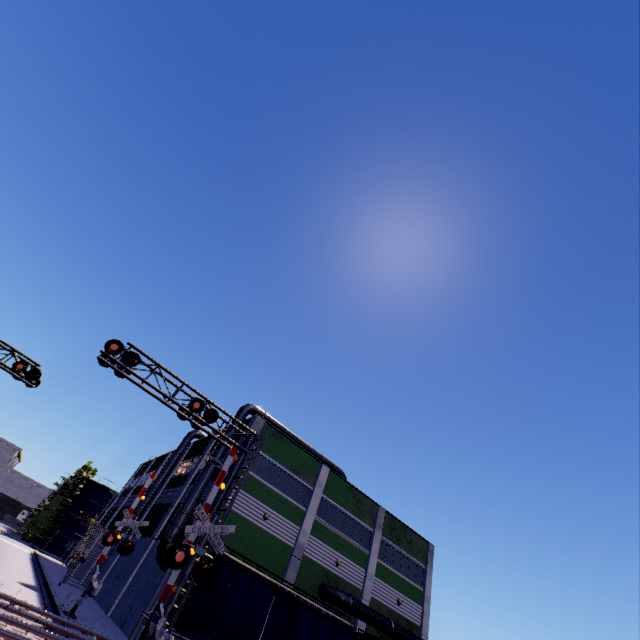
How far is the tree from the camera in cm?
5572

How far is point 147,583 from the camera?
21.9 meters

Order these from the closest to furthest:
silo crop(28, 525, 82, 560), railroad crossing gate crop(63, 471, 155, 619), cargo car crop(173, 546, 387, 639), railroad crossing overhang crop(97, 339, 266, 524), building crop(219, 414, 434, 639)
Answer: railroad crossing overhang crop(97, 339, 266, 524)
cargo car crop(173, 546, 387, 639)
railroad crossing gate crop(63, 471, 155, 619)
building crop(219, 414, 434, 639)
silo crop(28, 525, 82, 560)

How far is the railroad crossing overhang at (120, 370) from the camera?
13.3 meters

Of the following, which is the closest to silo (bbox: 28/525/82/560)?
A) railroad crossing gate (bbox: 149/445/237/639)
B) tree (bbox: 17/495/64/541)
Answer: tree (bbox: 17/495/64/541)

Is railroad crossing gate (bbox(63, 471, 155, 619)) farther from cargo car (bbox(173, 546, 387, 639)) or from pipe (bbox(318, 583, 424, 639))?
pipe (bbox(318, 583, 424, 639))

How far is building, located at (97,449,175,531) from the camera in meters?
41.8

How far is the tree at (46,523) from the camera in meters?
55.7
